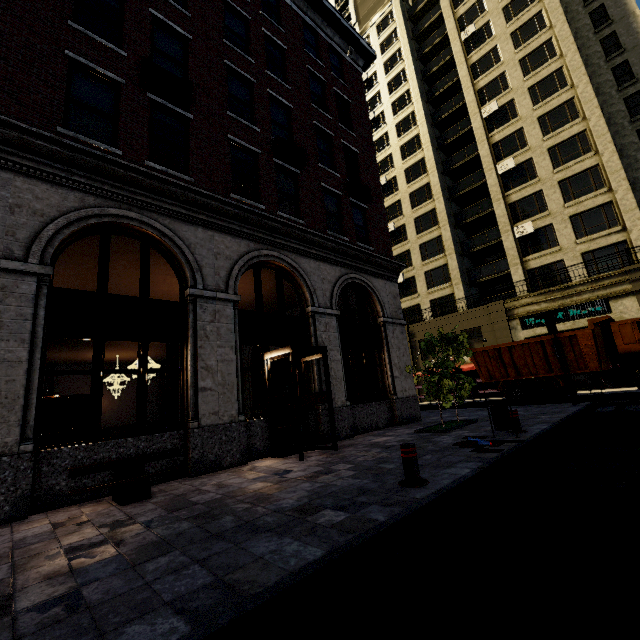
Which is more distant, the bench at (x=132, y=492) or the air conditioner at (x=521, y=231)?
the air conditioner at (x=521, y=231)

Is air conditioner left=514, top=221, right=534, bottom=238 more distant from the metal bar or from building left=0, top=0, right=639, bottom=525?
the metal bar

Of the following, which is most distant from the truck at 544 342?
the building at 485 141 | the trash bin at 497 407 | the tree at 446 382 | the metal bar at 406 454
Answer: the metal bar at 406 454

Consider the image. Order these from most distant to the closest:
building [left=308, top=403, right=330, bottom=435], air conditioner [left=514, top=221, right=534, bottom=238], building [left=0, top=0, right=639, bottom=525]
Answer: air conditioner [left=514, top=221, right=534, bottom=238] → building [left=308, top=403, right=330, bottom=435] → building [left=0, top=0, right=639, bottom=525]

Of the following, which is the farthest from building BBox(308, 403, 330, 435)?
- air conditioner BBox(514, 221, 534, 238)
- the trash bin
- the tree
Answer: the trash bin

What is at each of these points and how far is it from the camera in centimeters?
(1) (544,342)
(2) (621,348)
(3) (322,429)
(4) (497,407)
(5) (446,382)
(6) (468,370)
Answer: (1) truck, 1530cm
(2) truck, 1368cm
(3) building, 973cm
(4) trash bin, 764cm
(5) tree, 993cm
(6) building, 2566cm

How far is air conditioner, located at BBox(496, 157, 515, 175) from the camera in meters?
26.8 m

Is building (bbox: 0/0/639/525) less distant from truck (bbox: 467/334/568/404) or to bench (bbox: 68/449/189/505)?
bench (bbox: 68/449/189/505)
